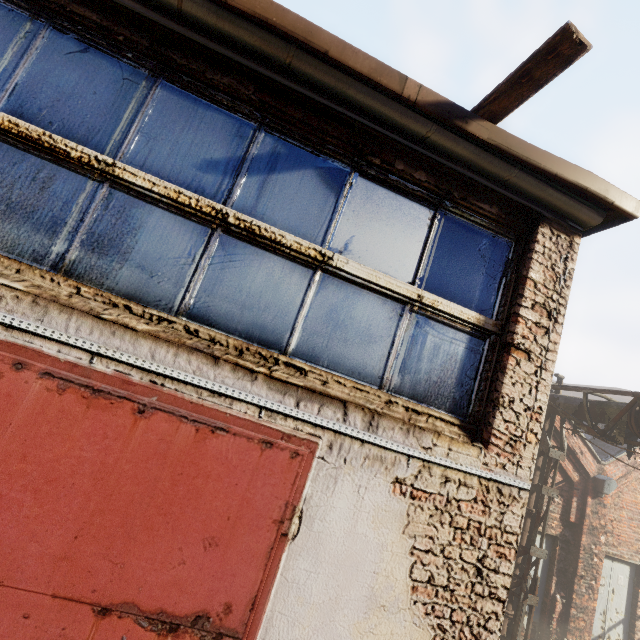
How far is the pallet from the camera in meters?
1.8

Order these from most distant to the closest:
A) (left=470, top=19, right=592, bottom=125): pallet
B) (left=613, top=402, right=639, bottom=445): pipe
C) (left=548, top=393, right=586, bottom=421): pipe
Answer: (left=548, top=393, right=586, bottom=421): pipe, (left=613, top=402, right=639, bottom=445): pipe, (left=470, top=19, right=592, bottom=125): pallet

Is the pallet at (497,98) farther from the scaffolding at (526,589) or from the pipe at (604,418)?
the pipe at (604,418)

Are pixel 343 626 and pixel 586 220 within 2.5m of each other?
no

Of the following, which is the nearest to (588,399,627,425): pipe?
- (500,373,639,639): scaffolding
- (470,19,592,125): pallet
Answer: (500,373,639,639): scaffolding

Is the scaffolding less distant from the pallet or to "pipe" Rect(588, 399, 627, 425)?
"pipe" Rect(588, 399, 627, 425)
